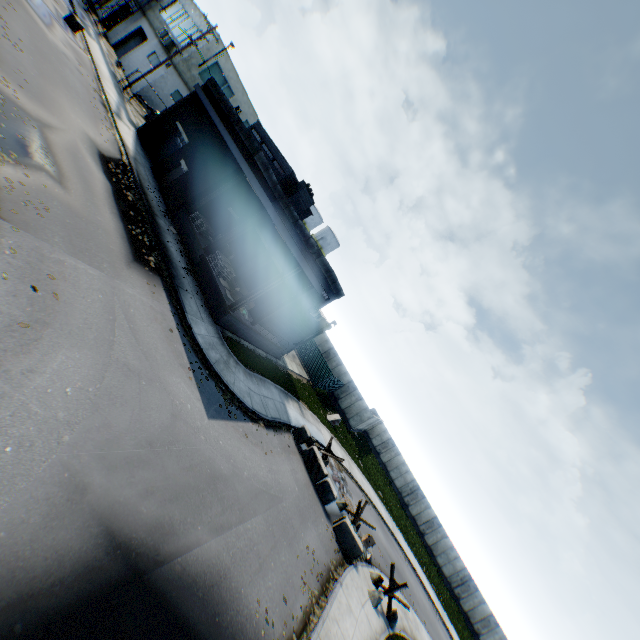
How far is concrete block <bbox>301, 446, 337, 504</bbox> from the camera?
17.56m

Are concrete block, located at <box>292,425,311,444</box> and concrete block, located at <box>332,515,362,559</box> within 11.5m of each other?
yes

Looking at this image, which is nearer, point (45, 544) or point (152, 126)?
point (45, 544)

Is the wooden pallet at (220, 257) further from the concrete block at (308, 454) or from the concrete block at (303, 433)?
the concrete block at (308, 454)

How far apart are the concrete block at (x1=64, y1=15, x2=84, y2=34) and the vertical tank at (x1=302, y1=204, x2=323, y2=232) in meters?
34.2

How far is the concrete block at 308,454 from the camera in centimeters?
1756cm

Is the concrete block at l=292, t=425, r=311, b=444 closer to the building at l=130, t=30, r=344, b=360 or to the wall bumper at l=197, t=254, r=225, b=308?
the building at l=130, t=30, r=344, b=360

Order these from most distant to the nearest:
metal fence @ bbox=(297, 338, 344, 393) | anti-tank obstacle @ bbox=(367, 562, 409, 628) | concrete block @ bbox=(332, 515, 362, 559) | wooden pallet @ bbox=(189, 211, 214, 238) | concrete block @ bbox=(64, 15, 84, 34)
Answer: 1. metal fence @ bbox=(297, 338, 344, 393)
2. concrete block @ bbox=(64, 15, 84, 34)
3. wooden pallet @ bbox=(189, 211, 214, 238)
4. concrete block @ bbox=(332, 515, 362, 559)
5. anti-tank obstacle @ bbox=(367, 562, 409, 628)
